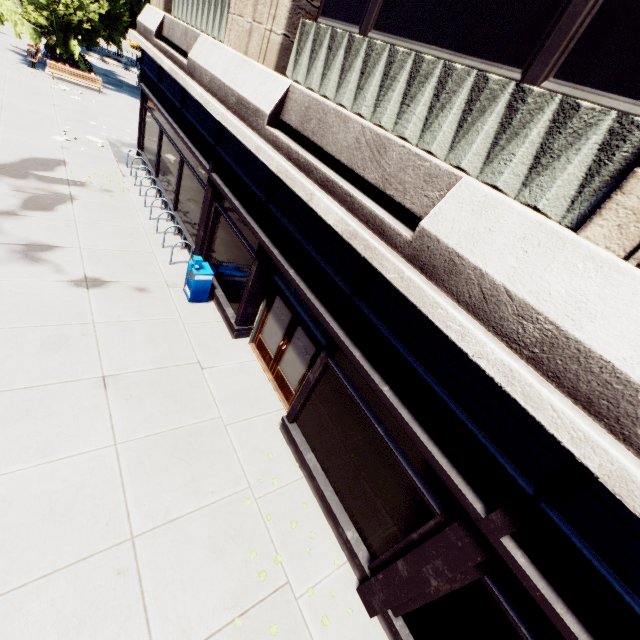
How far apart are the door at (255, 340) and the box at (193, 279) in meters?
1.9

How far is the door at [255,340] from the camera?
7.18m

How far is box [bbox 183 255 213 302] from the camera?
9.07m

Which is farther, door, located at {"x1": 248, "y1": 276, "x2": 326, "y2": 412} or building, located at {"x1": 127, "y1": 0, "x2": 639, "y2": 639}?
door, located at {"x1": 248, "y1": 276, "x2": 326, "y2": 412}

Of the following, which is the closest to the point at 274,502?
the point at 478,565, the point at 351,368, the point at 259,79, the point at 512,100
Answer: the point at 351,368

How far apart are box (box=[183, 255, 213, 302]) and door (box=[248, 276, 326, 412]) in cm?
187

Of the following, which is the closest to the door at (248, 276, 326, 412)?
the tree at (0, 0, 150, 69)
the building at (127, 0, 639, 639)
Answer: the building at (127, 0, 639, 639)

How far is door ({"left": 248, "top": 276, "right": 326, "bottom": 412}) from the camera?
7.18m
